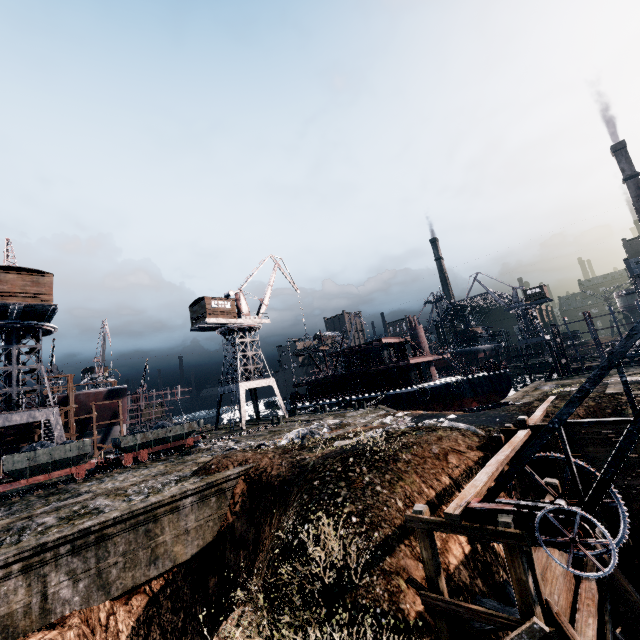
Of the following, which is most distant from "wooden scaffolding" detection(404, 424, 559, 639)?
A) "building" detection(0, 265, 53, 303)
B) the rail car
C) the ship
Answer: "building" detection(0, 265, 53, 303)

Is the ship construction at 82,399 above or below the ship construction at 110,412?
above

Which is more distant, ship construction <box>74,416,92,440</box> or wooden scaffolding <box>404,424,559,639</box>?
ship construction <box>74,416,92,440</box>

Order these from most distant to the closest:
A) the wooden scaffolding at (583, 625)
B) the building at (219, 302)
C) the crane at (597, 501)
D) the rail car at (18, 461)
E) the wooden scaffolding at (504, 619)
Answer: the building at (219, 302), the rail car at (18, 461), the wooden scaffolding at (583, 625), the wooden scaffolding at (504, 619), the crane at (597, 501)

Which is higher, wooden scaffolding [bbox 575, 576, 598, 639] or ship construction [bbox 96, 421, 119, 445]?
ship construction [bbox 96, 421, 119, 445]

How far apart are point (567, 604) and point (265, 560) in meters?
9.5 m

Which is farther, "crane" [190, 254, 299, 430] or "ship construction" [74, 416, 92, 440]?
"crane" [190, 254, 299, 430]

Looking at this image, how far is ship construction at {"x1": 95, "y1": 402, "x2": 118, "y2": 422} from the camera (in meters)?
40.81
